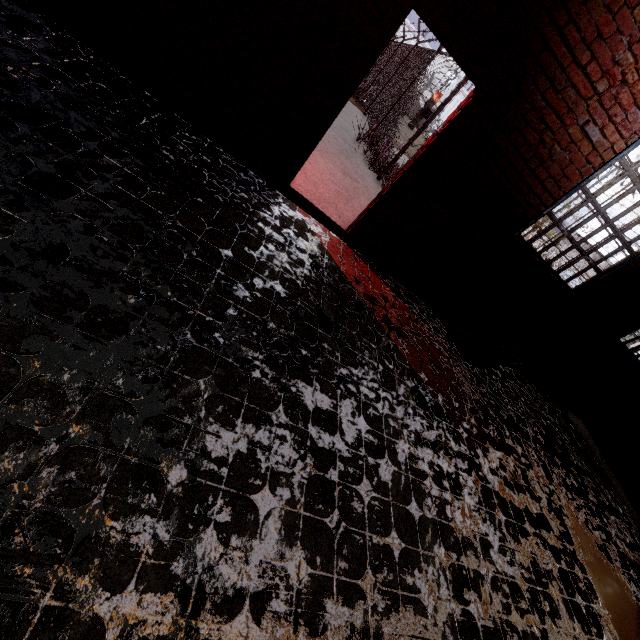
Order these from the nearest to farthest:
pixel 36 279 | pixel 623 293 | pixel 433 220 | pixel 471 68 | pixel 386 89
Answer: pixel 36 279, pixel 471 68, pixel 433 220, pixel 623 293, pixel 386 89

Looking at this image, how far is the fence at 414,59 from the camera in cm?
912

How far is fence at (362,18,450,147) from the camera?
9.1m
